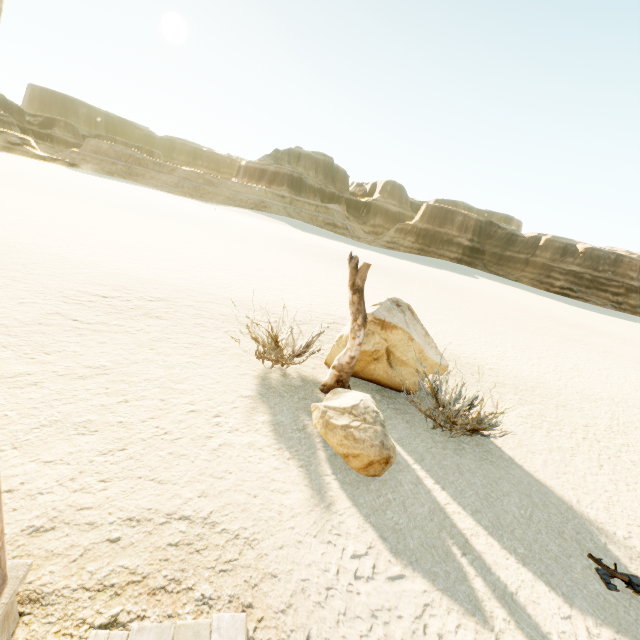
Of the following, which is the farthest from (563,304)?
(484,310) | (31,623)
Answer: (31,623)

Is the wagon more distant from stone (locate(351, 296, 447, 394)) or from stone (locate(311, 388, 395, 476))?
stone (locate(351, 296, 447, 394))

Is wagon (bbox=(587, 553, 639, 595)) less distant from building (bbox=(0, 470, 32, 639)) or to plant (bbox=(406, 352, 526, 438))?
plant (bbox=(406, 352, 526, 438))

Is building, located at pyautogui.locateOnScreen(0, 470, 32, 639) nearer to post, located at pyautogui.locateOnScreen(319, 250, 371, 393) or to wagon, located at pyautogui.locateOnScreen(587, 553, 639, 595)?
wagon, located at pyautogui.locateOnScreen(587, 553, 639, 595)

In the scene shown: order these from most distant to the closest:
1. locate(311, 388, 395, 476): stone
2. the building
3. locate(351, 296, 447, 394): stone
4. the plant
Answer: locate(351, 296, 447, 394): stone → the plant → locate(311, 388, 395, 476): stone → the building

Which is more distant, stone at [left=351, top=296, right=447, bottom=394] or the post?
stone at [left=351, top=296, right=447, bottom=394]

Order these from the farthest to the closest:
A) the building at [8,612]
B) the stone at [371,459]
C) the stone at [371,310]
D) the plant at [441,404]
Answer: the stone at [371,310] → the plant at [441,404] → the stone at [371,459] → the building at [8,612]

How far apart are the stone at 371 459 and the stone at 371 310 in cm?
106
